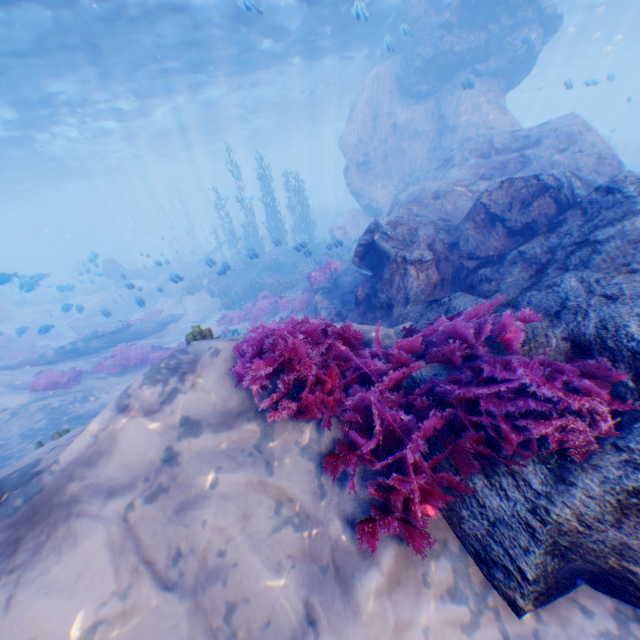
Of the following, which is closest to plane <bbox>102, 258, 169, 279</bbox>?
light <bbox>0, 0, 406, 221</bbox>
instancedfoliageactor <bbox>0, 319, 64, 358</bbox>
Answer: instancedfoliageactor <bbox>0, 319, 64, 358</bbox>

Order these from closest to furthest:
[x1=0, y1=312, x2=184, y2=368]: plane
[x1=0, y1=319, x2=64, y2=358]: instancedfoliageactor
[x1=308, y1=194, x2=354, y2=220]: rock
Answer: [x1=0, y1=312, x2=184, y2=368]: plane → [x1=0, y1=319, x2=64, y2=358]: instancedfoliageactor → [x1=308, y1=194, x2=354, y2=220]: rock

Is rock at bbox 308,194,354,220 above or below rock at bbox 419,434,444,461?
above

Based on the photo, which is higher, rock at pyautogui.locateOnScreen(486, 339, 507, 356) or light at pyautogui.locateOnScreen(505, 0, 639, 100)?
light at pyautogui.locateOnScreen(505, 0, 639, 100)

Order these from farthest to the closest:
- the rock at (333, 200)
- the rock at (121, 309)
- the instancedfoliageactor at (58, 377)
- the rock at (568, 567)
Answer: the rock at (333, 200) → the rock at (121, 309) → the instancedfoliageactor at (58, 377) → the rock at (568, 567)

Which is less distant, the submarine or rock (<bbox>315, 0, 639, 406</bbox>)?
rock (<bbox>315, 0, 639, 406</bbox>)

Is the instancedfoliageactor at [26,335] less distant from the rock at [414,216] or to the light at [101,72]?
the rock at [414,216]

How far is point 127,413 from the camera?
3.3 meters
